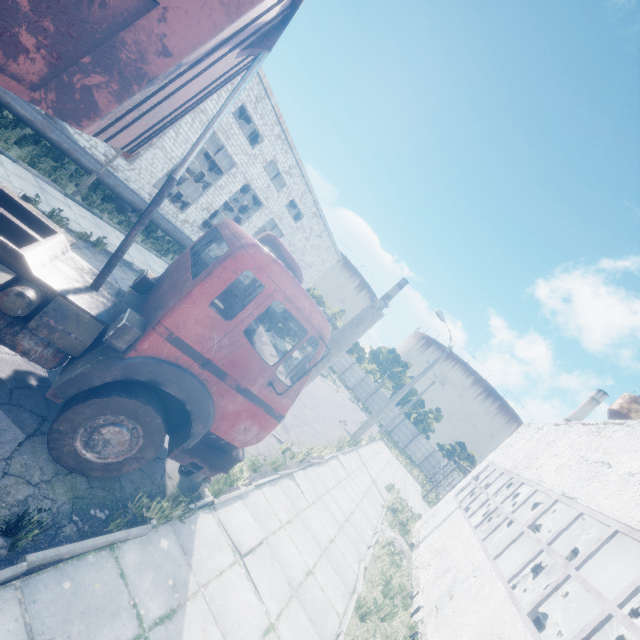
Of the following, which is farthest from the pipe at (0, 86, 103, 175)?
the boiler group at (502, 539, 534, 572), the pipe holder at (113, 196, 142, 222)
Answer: the boiler group at (502, 539, 534, 572)

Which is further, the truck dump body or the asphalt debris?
the asphalt debris

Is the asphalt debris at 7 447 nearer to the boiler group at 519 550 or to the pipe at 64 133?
the pipe at 64 133

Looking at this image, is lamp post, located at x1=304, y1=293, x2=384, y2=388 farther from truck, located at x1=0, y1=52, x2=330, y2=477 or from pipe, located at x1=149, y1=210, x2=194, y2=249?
pipe, located at x1=149, y1=210, x2=194, y2=249

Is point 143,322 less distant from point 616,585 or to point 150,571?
point 150,571

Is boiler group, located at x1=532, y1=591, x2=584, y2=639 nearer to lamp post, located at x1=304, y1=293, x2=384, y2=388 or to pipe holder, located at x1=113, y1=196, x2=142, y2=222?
lamp post, located at x1=304, y1=293, x2=384, y2=388

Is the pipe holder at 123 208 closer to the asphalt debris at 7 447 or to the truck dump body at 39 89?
the truck dump body at 39 89

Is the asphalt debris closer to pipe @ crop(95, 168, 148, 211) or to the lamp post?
the lamp post
